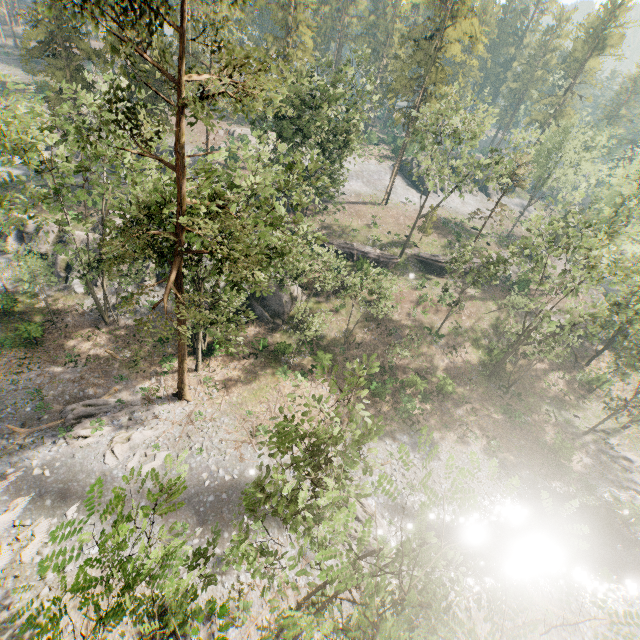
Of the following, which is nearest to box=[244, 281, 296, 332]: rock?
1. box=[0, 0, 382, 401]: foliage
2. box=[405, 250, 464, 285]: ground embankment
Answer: box=[0, 0, 382, 401]: foliage

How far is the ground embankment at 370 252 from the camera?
42.53m

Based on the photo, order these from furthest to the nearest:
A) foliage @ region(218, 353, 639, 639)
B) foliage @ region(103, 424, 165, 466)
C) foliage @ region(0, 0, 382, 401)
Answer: foliage @ region(103, 424, 165, 466), foliage @ region(0, 0, 382, 401), foliage @ region(218, 353, 639, 639)

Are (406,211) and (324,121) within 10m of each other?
no

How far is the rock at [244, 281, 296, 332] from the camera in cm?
3328

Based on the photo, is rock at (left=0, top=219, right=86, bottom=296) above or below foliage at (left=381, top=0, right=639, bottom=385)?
below

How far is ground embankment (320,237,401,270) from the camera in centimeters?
4253cm

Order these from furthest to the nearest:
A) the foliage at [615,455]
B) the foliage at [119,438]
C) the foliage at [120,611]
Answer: the foliage at [615,455], the foliage at [119,438], the foliage at [120,611]
